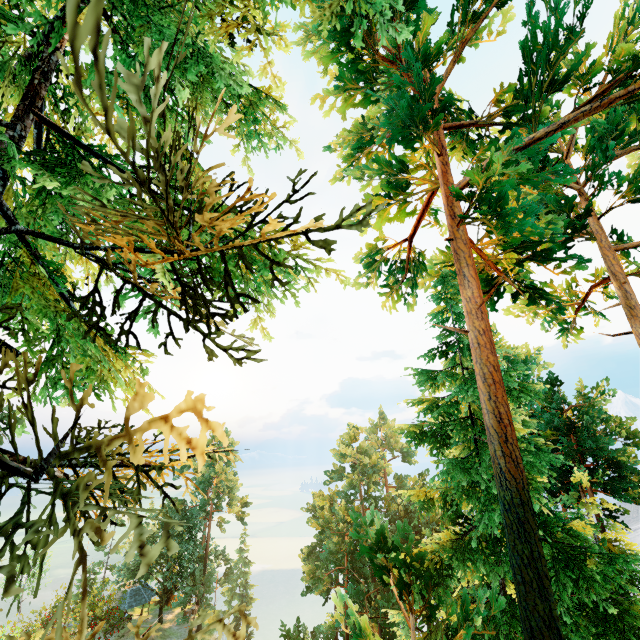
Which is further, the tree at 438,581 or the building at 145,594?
the building at 145,594

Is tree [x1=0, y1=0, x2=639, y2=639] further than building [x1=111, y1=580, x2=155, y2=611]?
No

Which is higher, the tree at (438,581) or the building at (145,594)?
the tree at (438,581)

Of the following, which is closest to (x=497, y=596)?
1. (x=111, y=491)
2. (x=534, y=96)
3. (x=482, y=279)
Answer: (x=111, y=491)

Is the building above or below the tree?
below

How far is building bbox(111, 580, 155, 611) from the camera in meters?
42.6
